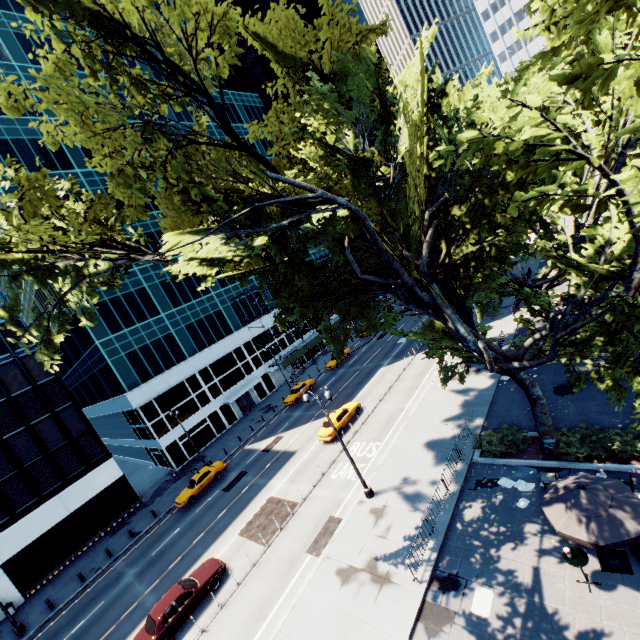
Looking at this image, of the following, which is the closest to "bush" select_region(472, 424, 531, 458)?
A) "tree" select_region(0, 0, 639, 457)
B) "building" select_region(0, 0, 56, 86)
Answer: "tree" select_region(0, 0, 639, 457)

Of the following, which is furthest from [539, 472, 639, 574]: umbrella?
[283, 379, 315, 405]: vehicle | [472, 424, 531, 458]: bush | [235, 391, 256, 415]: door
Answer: [235, 391, 256, 415]: door

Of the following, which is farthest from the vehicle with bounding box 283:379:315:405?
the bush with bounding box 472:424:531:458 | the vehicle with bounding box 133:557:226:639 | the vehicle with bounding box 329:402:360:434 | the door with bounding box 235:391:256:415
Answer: the bush with bounding box 472:424:531:458

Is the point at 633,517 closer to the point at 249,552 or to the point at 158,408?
the point at 249,552

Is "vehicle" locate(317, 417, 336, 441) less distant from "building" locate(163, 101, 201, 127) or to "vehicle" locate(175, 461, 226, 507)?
"vehicle" locate(175, 461, 226, 507)

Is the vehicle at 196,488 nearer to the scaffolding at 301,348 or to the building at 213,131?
the building at 213,131

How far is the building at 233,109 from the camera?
58.7 meters

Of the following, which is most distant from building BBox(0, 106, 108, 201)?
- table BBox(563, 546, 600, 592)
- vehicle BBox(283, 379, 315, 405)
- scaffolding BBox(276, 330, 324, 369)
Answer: table BBox(563, 546, 600, 592)
